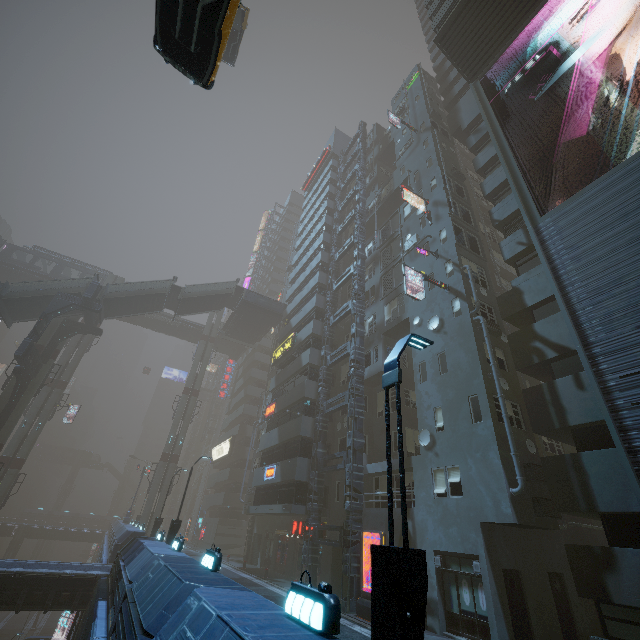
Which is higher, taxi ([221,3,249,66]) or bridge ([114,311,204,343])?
taxi ([221,3,249,66])

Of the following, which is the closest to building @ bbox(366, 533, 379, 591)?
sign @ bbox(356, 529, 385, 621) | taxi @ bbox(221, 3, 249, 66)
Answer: sign @ bbox(356, 529, 385, 621)

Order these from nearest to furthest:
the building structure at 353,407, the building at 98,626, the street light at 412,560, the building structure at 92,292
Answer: the street light at 412,560 < the building at 98,626 < the building structure at 353,407 < the building structure at 92,292

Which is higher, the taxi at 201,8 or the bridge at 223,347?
the bridge at 223,347

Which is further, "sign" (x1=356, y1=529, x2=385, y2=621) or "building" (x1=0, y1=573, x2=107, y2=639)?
"sign" (x1=356, y1=529, x2=385, y2=621)

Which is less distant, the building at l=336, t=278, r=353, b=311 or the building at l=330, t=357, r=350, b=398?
the building at l=330, t=357, r=350, b=398

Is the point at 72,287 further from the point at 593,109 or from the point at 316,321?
the point at 593,109

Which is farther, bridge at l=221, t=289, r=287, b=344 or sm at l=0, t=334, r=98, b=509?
bridge at l=221, t=289, r=287, b=344
